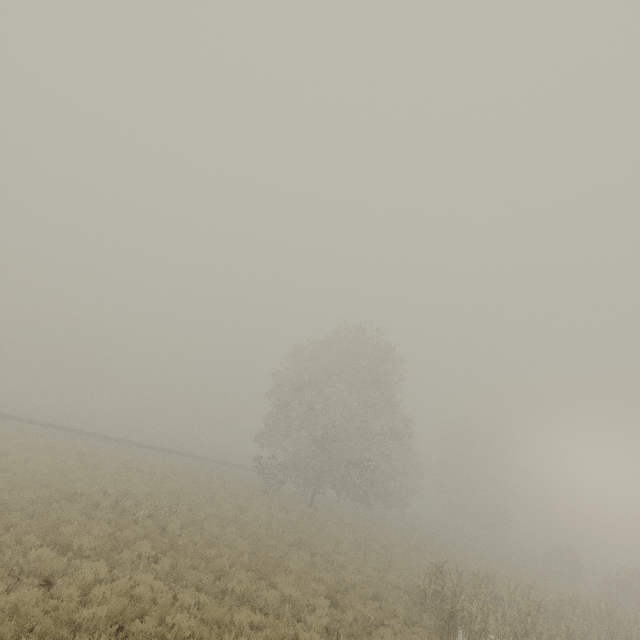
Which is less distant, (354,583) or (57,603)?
(57,603)
